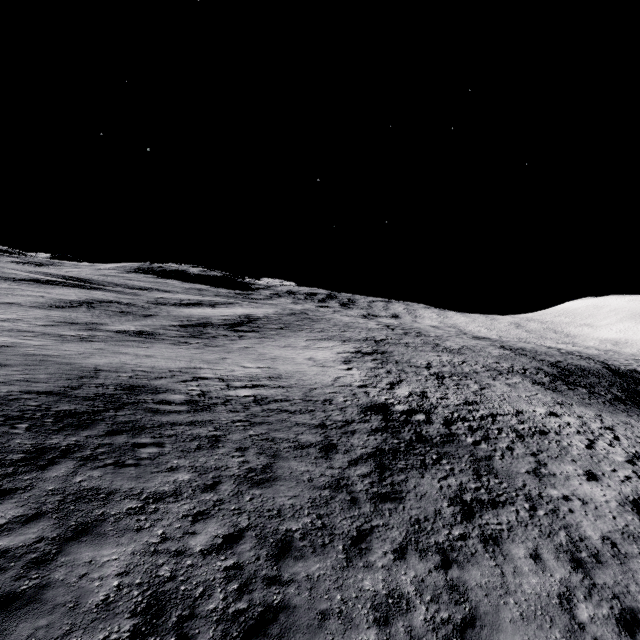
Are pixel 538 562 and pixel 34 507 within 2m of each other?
no
